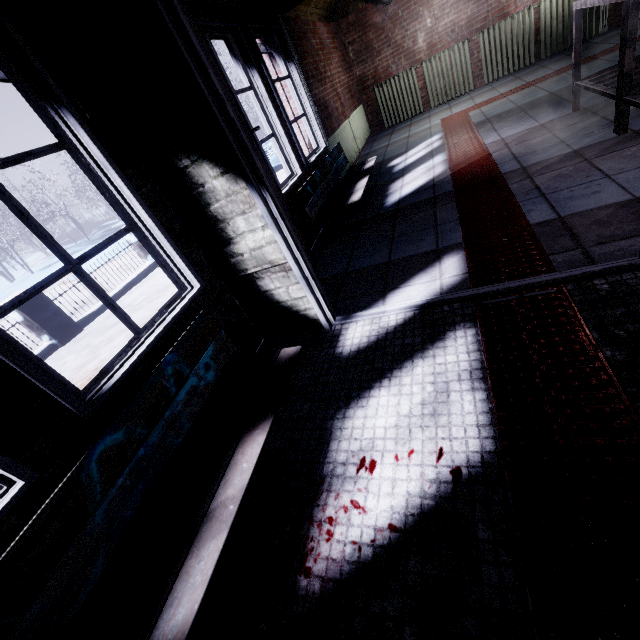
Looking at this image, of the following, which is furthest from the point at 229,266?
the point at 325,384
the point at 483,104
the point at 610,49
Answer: the point at 610,49

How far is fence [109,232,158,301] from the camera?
6.0m

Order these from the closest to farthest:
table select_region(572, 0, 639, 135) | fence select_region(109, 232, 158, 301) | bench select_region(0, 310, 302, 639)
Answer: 1. bench select_region(0, 310, 302, 639)
2. table select_region(572, 0, 639, 135)
3. fence select_region(109, 232, 158, 301)

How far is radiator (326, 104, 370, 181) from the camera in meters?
4.6 m

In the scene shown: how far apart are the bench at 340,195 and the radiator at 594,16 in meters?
3.6

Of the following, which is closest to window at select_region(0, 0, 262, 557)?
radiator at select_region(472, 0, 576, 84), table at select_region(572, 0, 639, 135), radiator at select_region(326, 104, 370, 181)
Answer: radiator at select_region(326, 104, 370, 181)

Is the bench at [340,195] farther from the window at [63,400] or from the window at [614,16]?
the window at [614,16]

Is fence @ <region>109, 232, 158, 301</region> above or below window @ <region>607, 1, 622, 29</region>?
below
